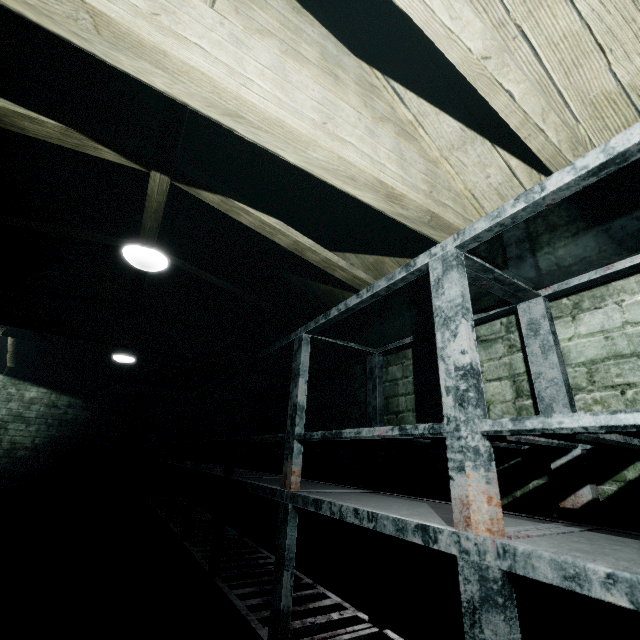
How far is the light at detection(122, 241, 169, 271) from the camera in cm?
226

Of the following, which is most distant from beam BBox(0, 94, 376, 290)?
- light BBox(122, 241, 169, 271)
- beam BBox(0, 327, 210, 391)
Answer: beam BBox(0, 327, 210, 391)

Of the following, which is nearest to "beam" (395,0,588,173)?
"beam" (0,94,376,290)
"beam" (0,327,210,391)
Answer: "beam" (0,94,376,290)

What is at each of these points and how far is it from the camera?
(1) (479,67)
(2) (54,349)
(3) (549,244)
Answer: (1) beam, 1.03m
(2) beam, 4.77m
(3) table, 1.06m

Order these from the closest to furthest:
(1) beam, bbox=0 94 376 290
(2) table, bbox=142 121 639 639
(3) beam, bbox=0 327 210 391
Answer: (2) table, bbox=142 121 639 639 → (1) beam, bbox=0 94 376 290 → (3) beam, bbox=0 327 210 391

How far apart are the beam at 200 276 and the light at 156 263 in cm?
1

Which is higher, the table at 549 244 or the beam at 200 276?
the beam at 200 276

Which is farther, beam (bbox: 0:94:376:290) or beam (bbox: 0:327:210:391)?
beam (bbox: 0:327:210:391)
